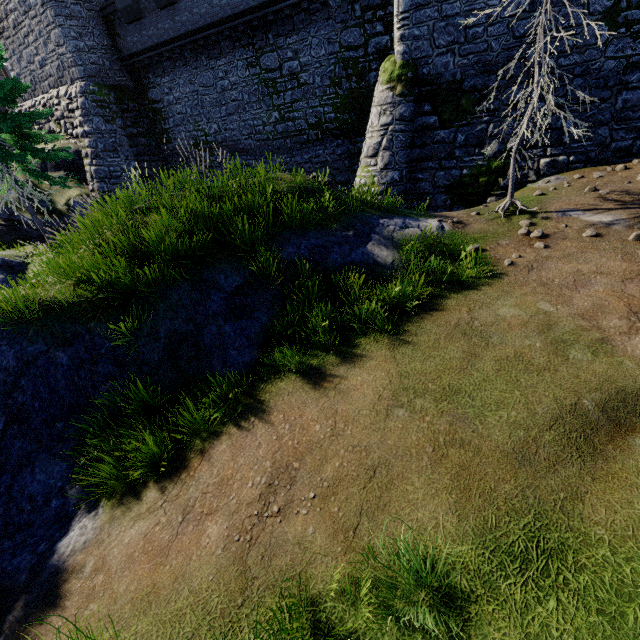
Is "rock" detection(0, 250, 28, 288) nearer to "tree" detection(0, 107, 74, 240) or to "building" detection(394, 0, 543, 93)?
"tree" detection(0, 107, 74, 240)

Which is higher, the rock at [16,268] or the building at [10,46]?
the building at [10,46]

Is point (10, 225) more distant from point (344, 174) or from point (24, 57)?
point (344, 174)

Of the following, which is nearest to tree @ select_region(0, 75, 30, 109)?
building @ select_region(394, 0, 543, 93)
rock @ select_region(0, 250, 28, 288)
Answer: rock @ select_region(0, 250, 28, 288)

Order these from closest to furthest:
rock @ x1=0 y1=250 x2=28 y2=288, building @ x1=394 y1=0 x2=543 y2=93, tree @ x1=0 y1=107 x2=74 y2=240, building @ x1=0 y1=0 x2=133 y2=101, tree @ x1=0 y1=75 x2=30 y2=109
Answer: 1. building @ x1=394 y1=0 x2=543 y2=93
2. rock @ x1=0 y1=250 x2=28 y2=288
3. tree @ x1=0 y1=75 x2=30 y2=109
4. tree @ x1=0 y1=107 x2=74 y2=240
5. building @ x1=0 y1=0 x2=133 y2=101

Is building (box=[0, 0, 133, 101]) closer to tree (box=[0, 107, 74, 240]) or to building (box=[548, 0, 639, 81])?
tree (box=[0, 107, 74, 240])

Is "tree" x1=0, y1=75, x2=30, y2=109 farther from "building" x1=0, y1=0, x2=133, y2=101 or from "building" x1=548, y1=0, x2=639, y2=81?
"building" x1=548, y1=0, x2=639, y2=81

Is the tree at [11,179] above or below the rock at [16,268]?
above
